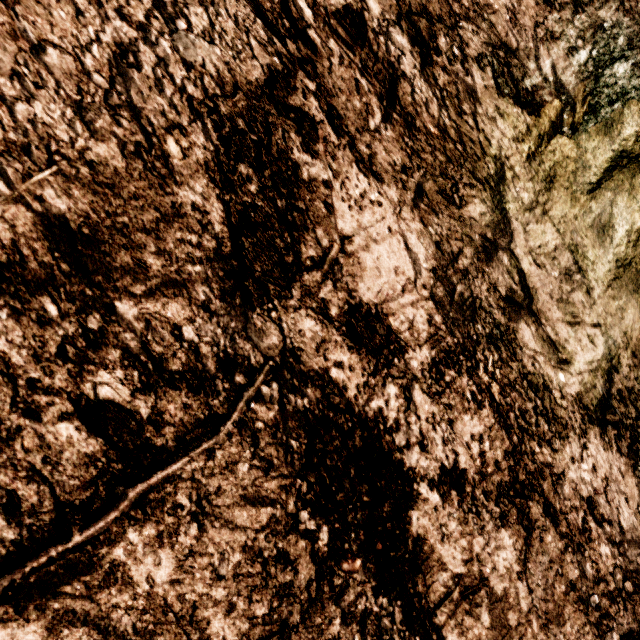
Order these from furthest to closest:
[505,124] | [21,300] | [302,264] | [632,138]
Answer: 1. [632,138]
2. [505,124]
3. [302,264]
4. [21,300]
